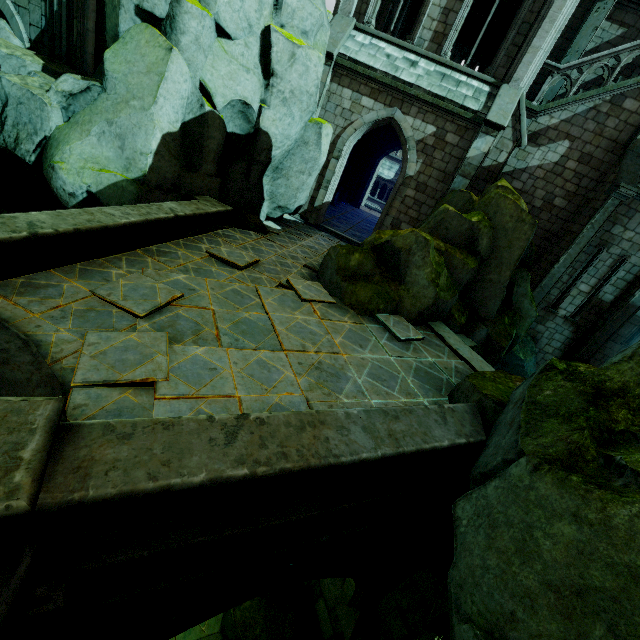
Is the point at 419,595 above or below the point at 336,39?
below

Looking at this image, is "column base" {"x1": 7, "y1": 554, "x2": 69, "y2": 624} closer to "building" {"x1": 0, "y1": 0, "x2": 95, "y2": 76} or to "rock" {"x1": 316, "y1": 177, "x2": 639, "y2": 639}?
"rock" {"x1": 316, "y1": 177, "x2": 639, "y2": 639}

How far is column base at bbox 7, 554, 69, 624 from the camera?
2.4 meters

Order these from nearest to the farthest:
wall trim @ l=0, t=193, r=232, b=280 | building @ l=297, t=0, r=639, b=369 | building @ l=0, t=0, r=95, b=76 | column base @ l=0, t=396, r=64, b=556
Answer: column base @ l=0, t=396, r=64, b=556
wall trim @ l=0, t=193, r=232, b=280
building @ l=0, t=0, r=95, b=76
building @ l=297, t=0, r=639, b=369

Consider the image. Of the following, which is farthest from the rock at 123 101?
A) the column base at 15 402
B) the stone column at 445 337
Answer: the column base at 15 402

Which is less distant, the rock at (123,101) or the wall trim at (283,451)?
the wall trim at (283,451)

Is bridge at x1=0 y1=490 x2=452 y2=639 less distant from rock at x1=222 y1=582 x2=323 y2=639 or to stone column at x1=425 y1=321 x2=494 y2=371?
rock at x1=222 y1=582 x2=323 y2=639

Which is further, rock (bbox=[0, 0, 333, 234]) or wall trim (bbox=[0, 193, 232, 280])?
rock (bbox=[0, 0, 333, 234])
